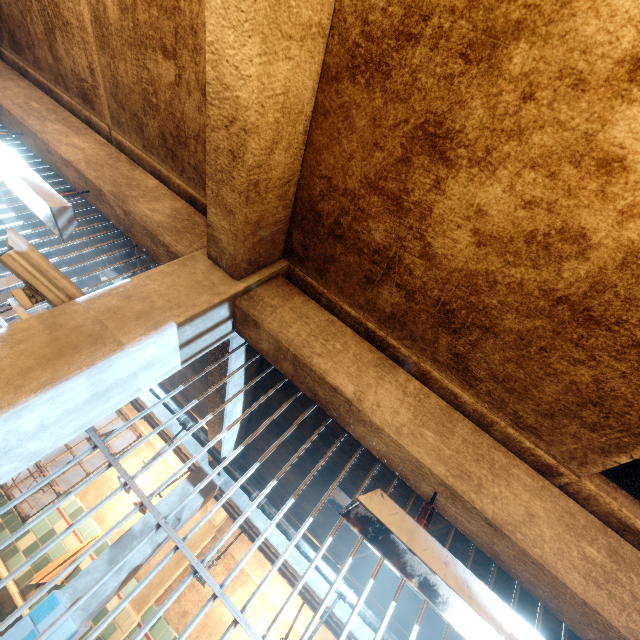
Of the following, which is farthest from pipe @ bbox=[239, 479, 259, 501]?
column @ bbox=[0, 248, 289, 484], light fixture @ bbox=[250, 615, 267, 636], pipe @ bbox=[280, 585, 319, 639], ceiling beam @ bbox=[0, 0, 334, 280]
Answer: light fixture @ bbox=[250, 615, 267, 636]

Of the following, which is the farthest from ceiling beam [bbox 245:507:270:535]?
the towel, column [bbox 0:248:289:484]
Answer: the towel

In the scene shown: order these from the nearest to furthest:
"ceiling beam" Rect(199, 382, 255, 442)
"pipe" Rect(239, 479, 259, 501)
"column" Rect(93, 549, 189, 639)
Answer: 1. "ceiling beam" Rect(199, 382, 255, 442)
2. "pipe" Rect(239, 479, 259, 501)
3. "column" Rect(93, 549, 189, 639)

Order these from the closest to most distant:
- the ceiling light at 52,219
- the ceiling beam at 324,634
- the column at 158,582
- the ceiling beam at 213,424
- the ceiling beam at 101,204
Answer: the ceiling beam at 101,204, the ceiling light at 52,219, the ceiling beam at 213,424, the column at 158,582, the ceiling beam at 324,634

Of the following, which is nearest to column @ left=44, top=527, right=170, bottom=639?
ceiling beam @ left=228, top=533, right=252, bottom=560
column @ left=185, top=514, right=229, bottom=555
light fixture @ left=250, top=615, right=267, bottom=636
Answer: ceiling beam @ left=228, top=533, right=252, bottom=560

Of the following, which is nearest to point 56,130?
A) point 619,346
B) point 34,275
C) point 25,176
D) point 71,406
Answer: point 25,176

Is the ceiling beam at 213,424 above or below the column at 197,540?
above

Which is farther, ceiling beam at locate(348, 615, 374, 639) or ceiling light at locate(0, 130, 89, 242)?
ceiling beam at locate(348, 615, 374, 639)
